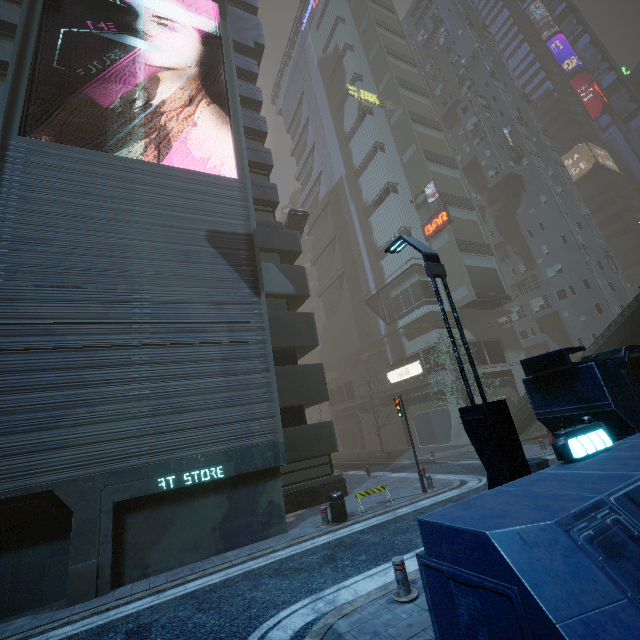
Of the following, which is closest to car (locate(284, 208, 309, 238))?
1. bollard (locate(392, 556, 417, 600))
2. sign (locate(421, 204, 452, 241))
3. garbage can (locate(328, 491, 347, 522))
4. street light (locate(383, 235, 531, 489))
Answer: street light (locate(383, 235, 531, 489))

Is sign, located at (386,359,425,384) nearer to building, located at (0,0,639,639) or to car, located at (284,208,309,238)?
building, located at (0,0,639,639)

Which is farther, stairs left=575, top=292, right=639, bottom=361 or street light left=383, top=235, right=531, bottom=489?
stairs left=575, top=292, right=639, bottom=361

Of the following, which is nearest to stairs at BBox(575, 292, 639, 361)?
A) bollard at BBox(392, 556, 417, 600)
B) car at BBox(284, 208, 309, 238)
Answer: car at BBox(284, 208, 309, 238)

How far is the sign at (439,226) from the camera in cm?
3200

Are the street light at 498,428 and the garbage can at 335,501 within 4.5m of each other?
no

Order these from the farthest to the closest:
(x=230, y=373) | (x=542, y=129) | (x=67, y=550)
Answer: (x=542, y=129) < (x=230, y=373) < (x=67, y=550)

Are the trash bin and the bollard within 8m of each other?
yes
